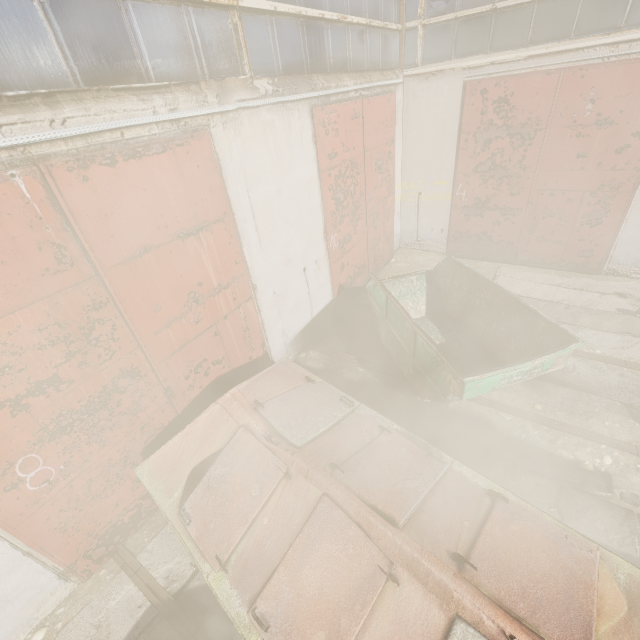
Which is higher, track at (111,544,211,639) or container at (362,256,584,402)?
container at (362,256,584,402)

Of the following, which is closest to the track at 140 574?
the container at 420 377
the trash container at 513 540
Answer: the trash container at 513 540

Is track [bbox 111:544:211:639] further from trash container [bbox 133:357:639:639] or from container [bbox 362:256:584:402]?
container [bbox 362:256:584:402]

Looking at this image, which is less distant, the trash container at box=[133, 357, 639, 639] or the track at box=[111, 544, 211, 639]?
the trash container at box=[133, 357, 639, 639]

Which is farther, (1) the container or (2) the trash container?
(1) the container

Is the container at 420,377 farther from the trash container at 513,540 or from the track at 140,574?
the track at 140,574

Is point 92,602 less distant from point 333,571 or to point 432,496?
point 333,571
